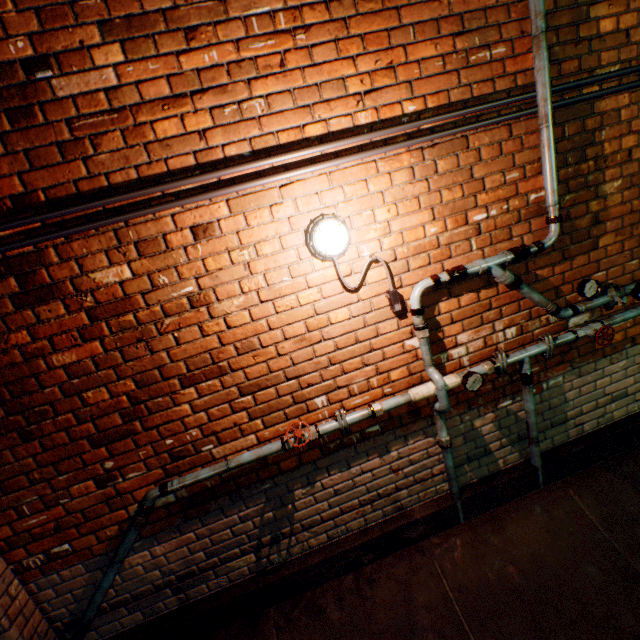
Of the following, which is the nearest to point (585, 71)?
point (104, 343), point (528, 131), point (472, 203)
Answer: point (528, 131)

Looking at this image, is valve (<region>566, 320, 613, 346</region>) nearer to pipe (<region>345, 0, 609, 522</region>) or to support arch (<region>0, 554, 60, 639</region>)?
pipe (<region>345, 0, 609, 522</region>)

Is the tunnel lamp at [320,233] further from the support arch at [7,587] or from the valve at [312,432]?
the support arch at [7,587]

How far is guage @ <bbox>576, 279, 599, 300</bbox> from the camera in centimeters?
236cm

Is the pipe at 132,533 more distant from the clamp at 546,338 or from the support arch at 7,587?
the clamp at 546,338

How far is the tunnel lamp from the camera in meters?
1.9

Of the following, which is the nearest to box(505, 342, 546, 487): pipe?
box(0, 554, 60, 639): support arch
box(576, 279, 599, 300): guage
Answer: box(576, 279, 599, 300): guage

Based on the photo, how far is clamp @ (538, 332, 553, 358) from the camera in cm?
238
